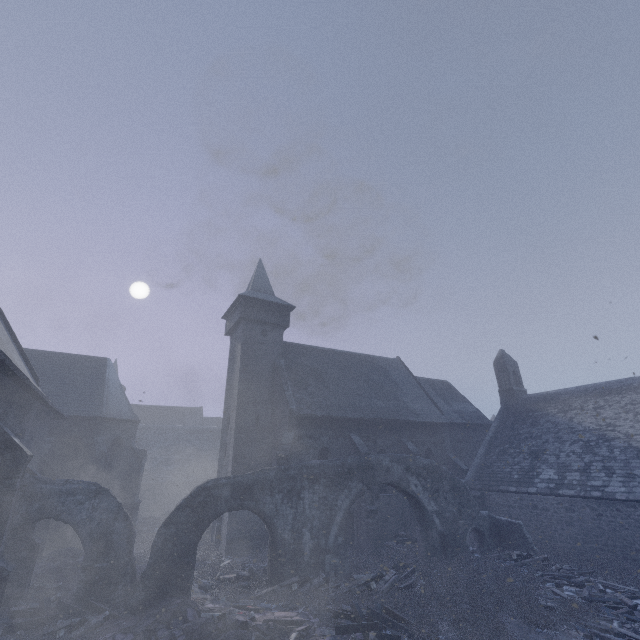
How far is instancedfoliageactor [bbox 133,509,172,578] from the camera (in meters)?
15.82

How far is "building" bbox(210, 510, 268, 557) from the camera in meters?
17.0

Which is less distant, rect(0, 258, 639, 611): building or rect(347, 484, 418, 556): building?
rect(0, 258, 639, 611): building

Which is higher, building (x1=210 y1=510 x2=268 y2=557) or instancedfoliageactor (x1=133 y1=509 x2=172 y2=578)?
building (x1=210 y1=510 x2=268 y2=557)

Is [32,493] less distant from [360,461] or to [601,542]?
[360,461]

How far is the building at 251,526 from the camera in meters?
17.0 m

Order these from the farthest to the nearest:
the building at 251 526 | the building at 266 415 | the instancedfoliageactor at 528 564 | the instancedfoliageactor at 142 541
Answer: the building at 251 526 → the instancedfoliageactor at 142 541 → the building at 266 415 → the instancedfoliageactor at 528 564
